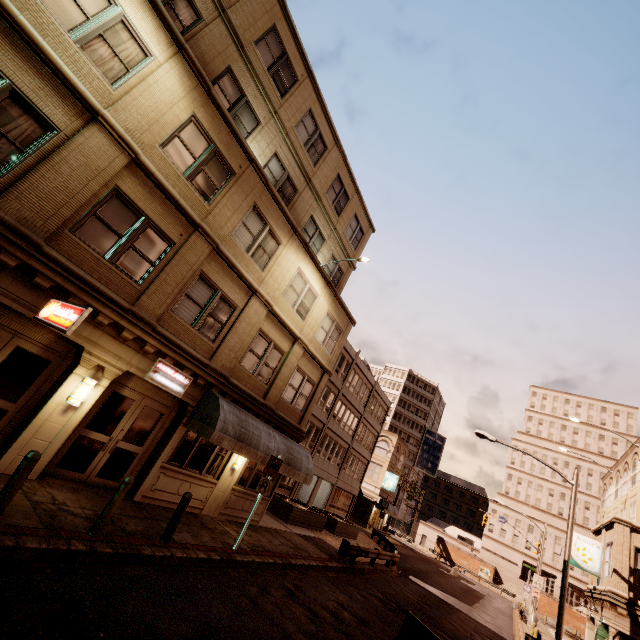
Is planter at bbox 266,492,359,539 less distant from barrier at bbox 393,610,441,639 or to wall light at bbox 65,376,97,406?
barrier at bbox 393,610,441,639

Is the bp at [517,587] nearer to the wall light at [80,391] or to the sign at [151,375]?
the sign at [151,375]

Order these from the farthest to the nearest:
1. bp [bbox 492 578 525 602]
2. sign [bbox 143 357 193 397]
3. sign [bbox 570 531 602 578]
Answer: bp [bbox 492 578 525 602], sign [bbox 570 531 602 578], sign [bbox 143 357 193 397]

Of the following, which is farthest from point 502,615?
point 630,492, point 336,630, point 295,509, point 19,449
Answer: point 19,449

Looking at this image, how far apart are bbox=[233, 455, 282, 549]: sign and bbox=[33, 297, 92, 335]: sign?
7.8m

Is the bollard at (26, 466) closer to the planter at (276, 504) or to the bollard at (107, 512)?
the bollard at (107, 512)

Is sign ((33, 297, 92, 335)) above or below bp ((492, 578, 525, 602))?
above

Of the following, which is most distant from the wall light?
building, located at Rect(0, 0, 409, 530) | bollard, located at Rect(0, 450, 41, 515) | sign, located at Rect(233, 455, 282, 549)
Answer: sign, located at Rect(233, 455, 282, 549)
